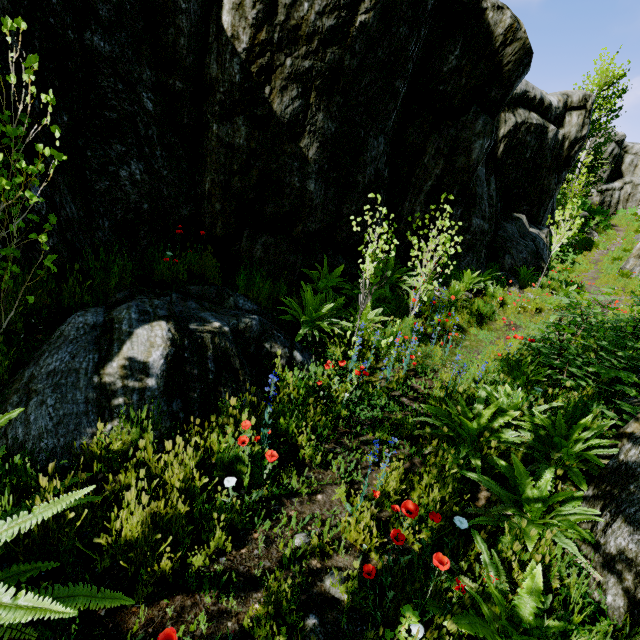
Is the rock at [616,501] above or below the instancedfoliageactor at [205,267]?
below

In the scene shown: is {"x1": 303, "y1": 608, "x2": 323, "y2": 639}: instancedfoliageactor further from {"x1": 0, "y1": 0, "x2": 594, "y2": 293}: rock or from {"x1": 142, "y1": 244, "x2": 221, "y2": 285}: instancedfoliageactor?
{"x1": 142, "y1": 244, "x2": 221, "y2": 285}: instancedfoliageactor

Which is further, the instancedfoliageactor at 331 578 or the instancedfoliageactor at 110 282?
the instancedfoliageactor at 110 282

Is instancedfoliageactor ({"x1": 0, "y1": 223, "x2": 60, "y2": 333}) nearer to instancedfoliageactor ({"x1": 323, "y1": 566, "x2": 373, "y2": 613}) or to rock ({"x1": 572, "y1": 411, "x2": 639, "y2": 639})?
rock ({"x1": 572, "y1": 411, "x2": 639, "y2": 639})

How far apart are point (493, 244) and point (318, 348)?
9.5 meters

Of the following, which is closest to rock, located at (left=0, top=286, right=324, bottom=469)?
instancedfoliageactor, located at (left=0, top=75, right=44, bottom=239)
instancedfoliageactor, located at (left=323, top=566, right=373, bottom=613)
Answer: instancedfoliageactor, located at (left=0, top=75, right=44, bottom=239)

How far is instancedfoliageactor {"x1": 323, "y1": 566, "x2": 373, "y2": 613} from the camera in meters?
2.0

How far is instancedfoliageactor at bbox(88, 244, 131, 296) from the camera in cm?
377
